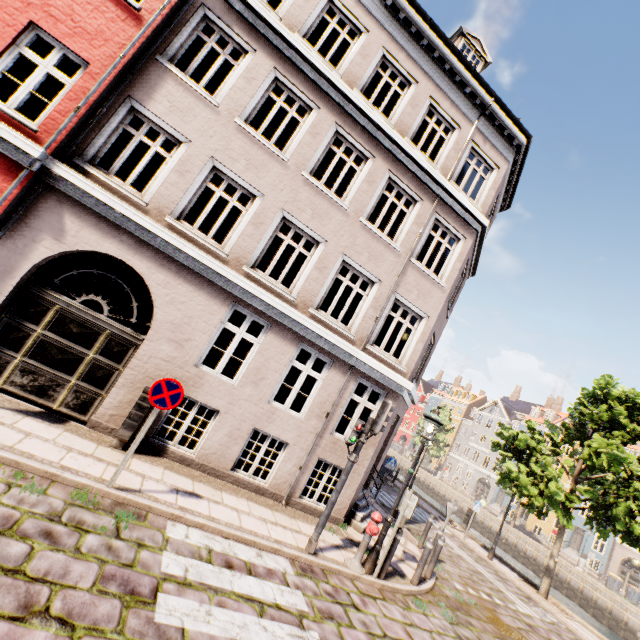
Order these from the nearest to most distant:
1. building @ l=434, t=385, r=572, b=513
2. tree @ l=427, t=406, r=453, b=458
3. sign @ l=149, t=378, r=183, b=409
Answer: sign @ l=149, t=378, r=183, b=409 < building @ l=434, t=385, r=572, b=513 < tree @ l=427, t=406, r=453, b=458

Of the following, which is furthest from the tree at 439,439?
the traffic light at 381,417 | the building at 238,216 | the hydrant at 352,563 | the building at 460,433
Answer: the traffic light at 381,417

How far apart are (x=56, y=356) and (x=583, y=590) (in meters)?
41.12

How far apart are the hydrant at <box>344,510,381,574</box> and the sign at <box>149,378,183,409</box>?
4.9m

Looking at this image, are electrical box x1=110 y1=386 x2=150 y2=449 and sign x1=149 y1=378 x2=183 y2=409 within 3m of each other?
yes

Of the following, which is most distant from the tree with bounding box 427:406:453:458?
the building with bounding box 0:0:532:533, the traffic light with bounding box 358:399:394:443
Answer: the traffic light with bounding box 358:399:394:443

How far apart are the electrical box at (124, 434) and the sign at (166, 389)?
1.54m

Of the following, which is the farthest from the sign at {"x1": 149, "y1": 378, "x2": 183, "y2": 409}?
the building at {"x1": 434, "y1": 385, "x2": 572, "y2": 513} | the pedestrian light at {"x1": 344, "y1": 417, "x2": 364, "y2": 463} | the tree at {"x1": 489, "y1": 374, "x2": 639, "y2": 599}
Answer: the building at {"x1": 434, "y1": 385, "x2": 572, "y2": 513}
